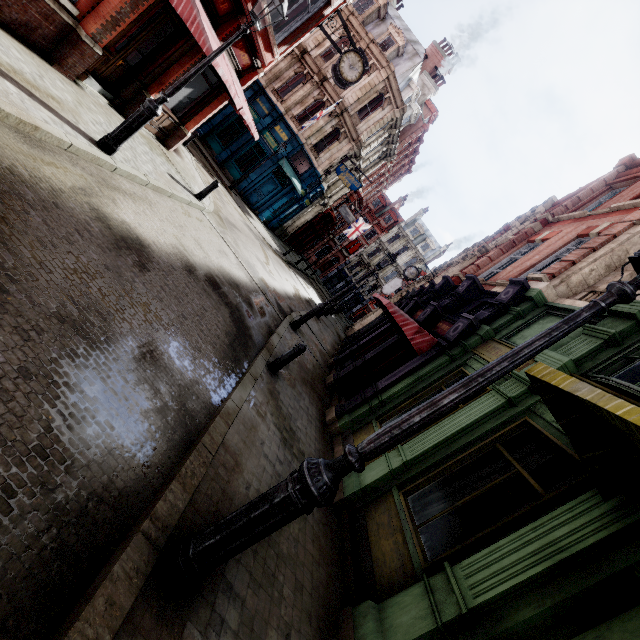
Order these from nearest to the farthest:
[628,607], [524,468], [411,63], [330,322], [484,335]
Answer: [628,607], [524,468], [484,335], [411,63], [330,322]

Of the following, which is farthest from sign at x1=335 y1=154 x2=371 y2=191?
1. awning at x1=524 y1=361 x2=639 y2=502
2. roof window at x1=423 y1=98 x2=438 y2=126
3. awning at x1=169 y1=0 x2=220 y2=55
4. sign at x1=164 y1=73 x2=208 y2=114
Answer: awning at x1=524 y1=361 x2=639 y2=502

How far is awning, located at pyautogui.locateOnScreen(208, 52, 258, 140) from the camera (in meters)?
8.10

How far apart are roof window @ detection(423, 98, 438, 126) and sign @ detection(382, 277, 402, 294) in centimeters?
1577cm

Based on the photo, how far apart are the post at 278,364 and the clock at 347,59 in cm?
1082

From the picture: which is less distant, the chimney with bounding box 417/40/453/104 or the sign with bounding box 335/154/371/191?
the sign with bounding box 335/154/371/191

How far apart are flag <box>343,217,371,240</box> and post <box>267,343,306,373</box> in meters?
34.0 m

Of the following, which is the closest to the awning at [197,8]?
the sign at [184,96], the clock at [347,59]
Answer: the sign at [184,96]
